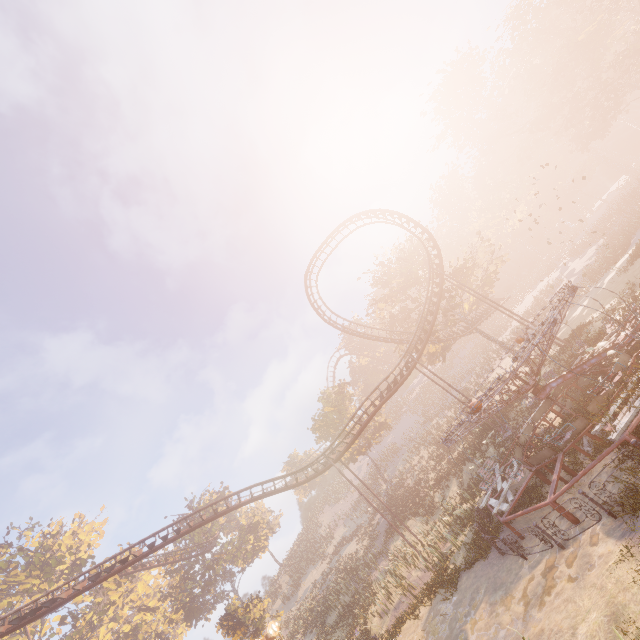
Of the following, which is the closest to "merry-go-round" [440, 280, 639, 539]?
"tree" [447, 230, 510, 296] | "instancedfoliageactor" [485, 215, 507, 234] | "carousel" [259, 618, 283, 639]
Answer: "carousel" [259, 618, 283, 639]

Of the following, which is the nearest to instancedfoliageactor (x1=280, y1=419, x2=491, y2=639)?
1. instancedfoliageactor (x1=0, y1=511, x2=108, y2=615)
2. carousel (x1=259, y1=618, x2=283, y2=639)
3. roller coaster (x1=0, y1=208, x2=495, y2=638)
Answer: roller coaster (x1=0, y1=208, x2=495, y2=638)

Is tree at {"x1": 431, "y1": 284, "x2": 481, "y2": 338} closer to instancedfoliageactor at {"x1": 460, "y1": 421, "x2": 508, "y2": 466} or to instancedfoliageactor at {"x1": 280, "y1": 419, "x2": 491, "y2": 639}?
instancedfoliageactor at {"x1": 280, "y1": 419, "x2": 491, "y2": 639}

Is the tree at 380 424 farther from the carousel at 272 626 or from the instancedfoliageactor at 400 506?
the carousel at 272 626

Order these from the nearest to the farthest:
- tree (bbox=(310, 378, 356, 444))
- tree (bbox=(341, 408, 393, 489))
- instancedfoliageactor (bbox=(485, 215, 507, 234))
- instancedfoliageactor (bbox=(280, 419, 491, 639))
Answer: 1. instancedfoliageactor (bbox=(280, 419, 491, 639))
2. tree (bbox=(341, 408, 393, 489))
3. tree (bbox=(310, 378, 356, 444))
4. instancedfoliageactor (bbox=(485, 215, 507, 234))

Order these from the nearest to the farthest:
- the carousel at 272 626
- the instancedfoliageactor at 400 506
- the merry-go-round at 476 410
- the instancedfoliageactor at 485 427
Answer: the merry-go-round at 476 410 → the carousel at 272 626 → the instancedfoliageactor at 400 506 → the instancedfoliageactor at 485 427

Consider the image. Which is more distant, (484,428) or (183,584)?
(183,584)

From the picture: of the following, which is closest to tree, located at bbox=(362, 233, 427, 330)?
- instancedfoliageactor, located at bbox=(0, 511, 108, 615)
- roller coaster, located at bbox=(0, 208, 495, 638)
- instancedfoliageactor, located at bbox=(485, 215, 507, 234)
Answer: roller coaster, located at bbox=(0, 208, 495, 638)
